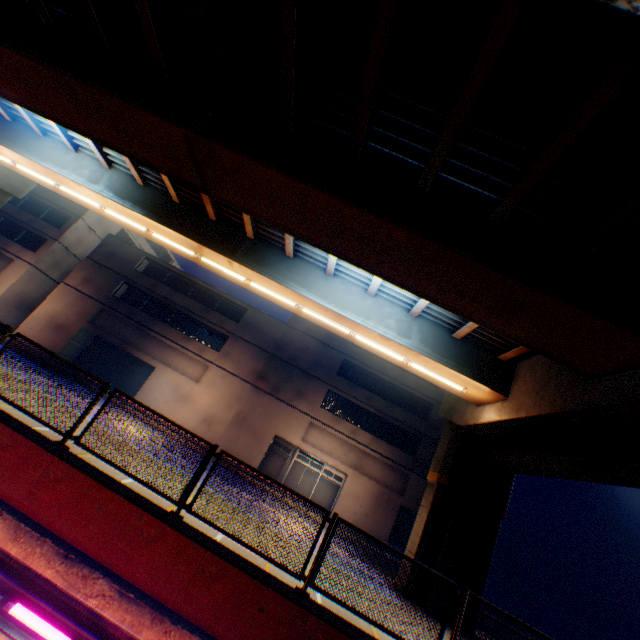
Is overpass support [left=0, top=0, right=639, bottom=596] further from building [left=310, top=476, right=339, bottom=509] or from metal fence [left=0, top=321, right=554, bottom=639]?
building [left=310, top=476, right=339, bottom=509]

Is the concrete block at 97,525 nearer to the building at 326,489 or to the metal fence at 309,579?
the metal fence at 309,579

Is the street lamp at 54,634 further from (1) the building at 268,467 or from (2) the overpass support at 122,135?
(1) the building at 268,467

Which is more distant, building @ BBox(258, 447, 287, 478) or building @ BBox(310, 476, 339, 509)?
building @ BBox(258, 447, 287, 478)

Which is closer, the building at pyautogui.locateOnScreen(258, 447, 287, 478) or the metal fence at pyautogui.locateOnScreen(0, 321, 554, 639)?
the metal fence at pyautogui.locateOnScreen(0, 321, 554, 639)

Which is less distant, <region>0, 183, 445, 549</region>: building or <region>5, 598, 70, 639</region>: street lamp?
<region>5, 598, 70, 639</region>: street lamp

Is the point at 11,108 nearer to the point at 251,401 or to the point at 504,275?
the point at 504,275

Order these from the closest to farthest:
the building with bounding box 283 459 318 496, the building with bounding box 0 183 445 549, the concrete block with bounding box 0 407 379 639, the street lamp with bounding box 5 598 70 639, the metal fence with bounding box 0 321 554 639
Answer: the street lamp with bounding box 5 598 70 639 → the concrete block with bounding box 0 407 379 639 → the metal fence with bounding box 0 321 554 639 → the building with bounding box 0 183 445 549 → the building with bounding box 283 459 318 496
